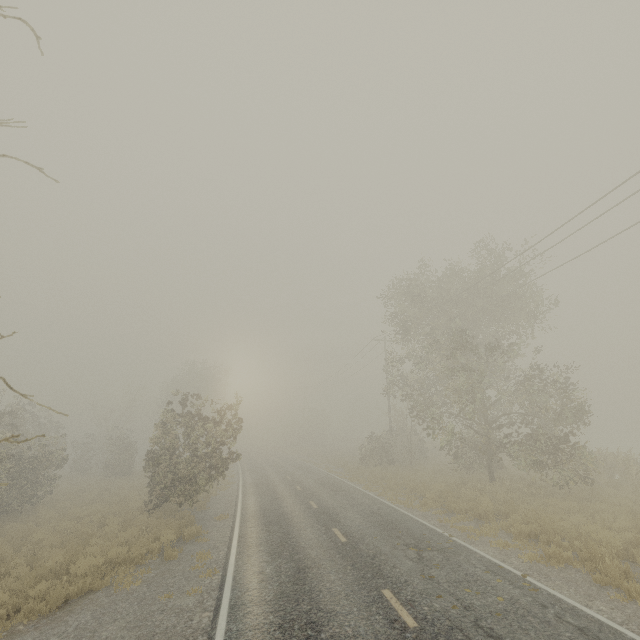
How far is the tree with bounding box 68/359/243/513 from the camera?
15.2m

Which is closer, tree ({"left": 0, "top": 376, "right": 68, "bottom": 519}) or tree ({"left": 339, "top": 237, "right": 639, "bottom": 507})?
tree ({"left": 0, "top": 376, "right": 68, "bottom": 519})

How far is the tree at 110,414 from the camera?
15.2m

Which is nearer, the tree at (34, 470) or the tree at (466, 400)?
the tree at (34, 470)

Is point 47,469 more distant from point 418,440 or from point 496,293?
point 496,293
